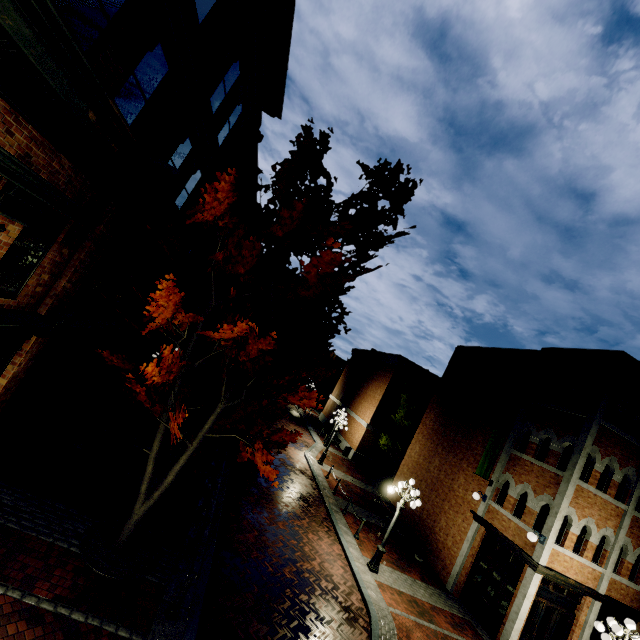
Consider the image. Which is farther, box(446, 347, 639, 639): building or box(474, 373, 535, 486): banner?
box(474, 373, 535, 486): banner

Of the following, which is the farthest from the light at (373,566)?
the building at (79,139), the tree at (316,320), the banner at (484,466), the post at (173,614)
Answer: the building at (79,139)

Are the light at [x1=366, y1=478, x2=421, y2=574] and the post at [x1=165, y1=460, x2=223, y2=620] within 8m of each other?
yes

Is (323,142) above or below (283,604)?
above

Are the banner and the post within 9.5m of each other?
no

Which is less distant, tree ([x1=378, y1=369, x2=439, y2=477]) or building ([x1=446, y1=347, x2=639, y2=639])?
building ([x1=446, y1=347, x2=639, y2=639])

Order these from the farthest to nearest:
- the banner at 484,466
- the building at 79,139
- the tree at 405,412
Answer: the tree at 405,412 < the banner at 484,466 < the building at 79,139

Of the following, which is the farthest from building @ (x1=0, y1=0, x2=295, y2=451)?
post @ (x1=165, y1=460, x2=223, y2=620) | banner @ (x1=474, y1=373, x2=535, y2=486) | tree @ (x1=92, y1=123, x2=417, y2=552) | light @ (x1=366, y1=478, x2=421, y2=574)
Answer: banner @ (x1=474, y1=373, x2=535, y2=486)
